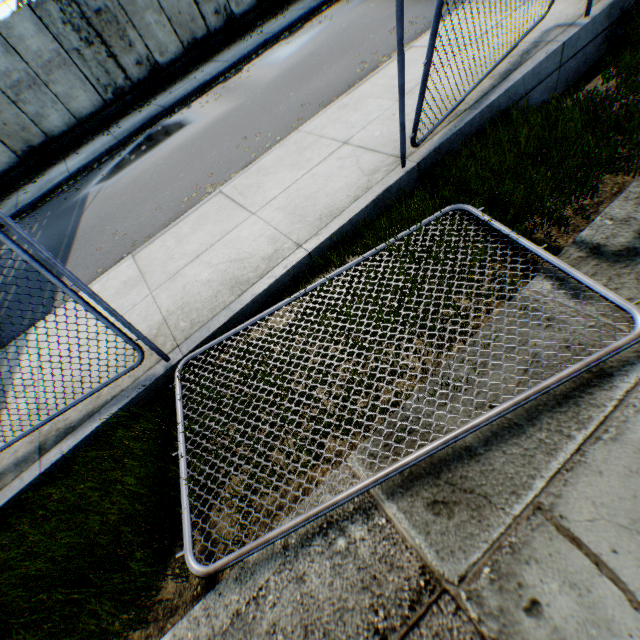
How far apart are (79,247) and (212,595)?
7.5m
